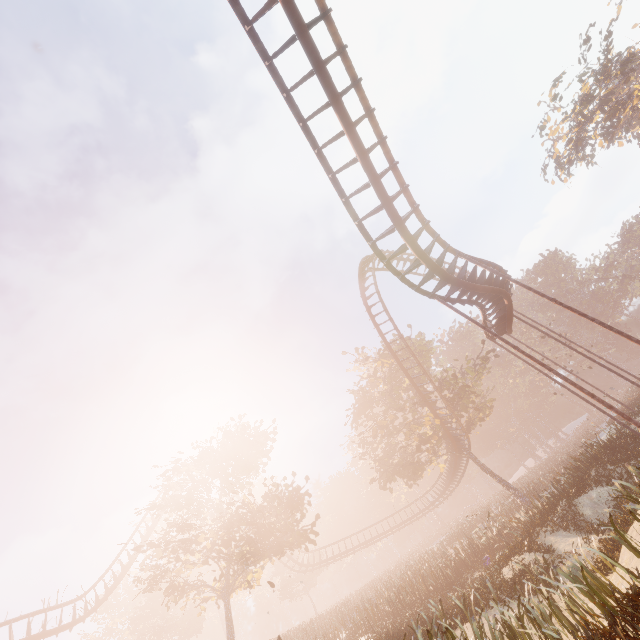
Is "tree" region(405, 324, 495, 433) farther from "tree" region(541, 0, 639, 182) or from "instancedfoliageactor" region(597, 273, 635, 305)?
"tree" region(541, 0, 639, 182)

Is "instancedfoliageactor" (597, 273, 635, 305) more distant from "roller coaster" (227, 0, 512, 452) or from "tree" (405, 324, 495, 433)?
"roller coaster" (227, 0, 512, 452)

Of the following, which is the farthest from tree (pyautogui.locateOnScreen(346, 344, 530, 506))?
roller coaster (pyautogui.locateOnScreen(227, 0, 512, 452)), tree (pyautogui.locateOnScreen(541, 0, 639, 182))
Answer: tree (pyautogui.locateOnScreen(541, 0, 639, 182))

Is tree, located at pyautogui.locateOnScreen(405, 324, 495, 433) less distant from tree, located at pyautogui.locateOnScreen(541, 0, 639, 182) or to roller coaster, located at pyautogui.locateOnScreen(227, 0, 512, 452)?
roller coaster, located at pyautogui.locateOnScreen(227, 0, 512, 452)

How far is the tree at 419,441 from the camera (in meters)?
28.30

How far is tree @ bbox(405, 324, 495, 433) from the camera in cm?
2923

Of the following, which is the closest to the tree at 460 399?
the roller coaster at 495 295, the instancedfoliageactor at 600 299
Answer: the roller coaster at 495 295

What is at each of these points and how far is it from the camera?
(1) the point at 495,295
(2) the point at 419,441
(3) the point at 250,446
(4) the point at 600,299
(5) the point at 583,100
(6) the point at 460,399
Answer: (1) roller coaster, 16.9 meters
(2) tree, 28.5 meters
(3) tree, 24.3 meters
(4) instancedfoliageactor, 59.0 meters
(5) tree, 33.0 meters
(6) tree, 31.5 meters
